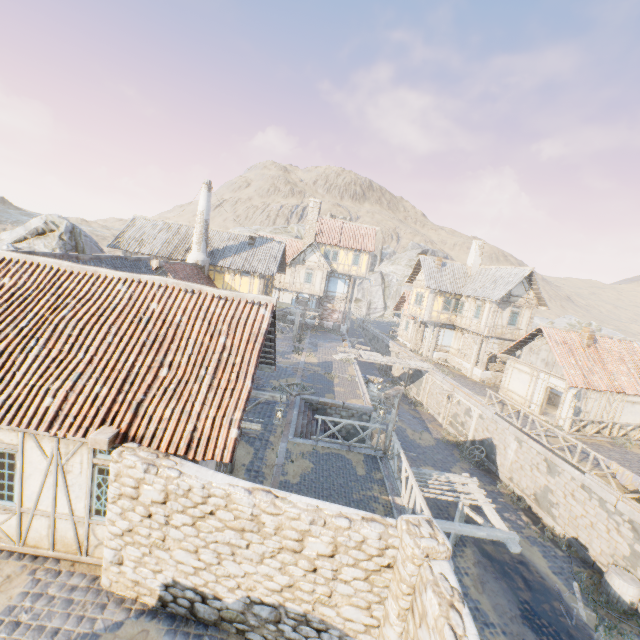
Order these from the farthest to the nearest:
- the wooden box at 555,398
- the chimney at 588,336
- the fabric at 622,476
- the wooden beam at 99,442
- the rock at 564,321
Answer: the rock at 564,321
the wooden box at 555,398
the chimney at 588,336
the fabric at 622,476
the wooden beam at 99,442

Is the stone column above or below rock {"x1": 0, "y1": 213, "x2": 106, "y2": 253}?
below

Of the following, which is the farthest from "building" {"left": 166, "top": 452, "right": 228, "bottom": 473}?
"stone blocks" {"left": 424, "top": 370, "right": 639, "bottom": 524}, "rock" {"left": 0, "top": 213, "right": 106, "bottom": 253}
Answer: "rock" {"left": 0, "top": 213, "right": 106, "bottom": 253}

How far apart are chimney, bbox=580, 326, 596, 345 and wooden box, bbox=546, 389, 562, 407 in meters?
Result: 4.7

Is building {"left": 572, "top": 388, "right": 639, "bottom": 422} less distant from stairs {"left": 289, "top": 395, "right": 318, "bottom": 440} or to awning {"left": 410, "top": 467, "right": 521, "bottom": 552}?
awning {"left": 410, "top": 467, "right": 521, "bottom": 552}

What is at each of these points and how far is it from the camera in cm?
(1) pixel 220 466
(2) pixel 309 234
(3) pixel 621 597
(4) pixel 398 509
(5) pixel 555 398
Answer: (1) building, 979
(2) chimney, 3809
(3) barrel, 1171
(4) stone gutter, 1024
(5) wooden box, 2419

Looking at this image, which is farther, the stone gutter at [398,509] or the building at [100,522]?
the stone gutter at [398,509]

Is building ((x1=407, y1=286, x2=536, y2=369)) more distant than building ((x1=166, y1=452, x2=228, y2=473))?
Yes
